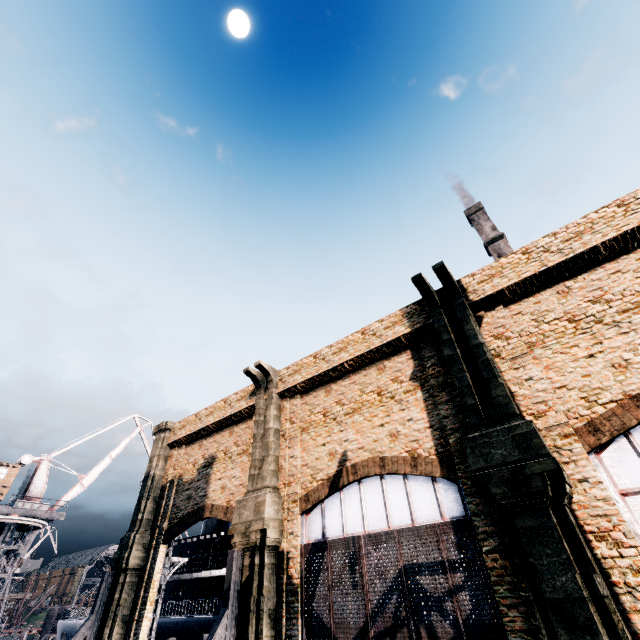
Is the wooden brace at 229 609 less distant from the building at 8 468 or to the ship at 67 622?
the ship at 67 622

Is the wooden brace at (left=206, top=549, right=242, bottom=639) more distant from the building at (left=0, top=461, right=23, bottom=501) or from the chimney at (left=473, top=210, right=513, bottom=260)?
the chimney at (left=473, top=210, right=513, bottom=260)

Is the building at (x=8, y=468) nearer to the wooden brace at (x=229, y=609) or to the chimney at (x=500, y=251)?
the wooden brace at (x=229, y=609)

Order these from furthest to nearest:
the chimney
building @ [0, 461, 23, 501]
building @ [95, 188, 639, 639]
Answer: the chimney, building @ [0, 461, 23, 501], building @ [95, 188, 639, 639]

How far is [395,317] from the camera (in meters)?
16.98

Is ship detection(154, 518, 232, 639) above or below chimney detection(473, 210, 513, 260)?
→ below

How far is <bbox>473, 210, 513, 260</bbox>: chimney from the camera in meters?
52.9 m

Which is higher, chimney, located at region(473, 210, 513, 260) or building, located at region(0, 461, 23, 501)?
chimney, located at region(473, 210, 513, 260)
